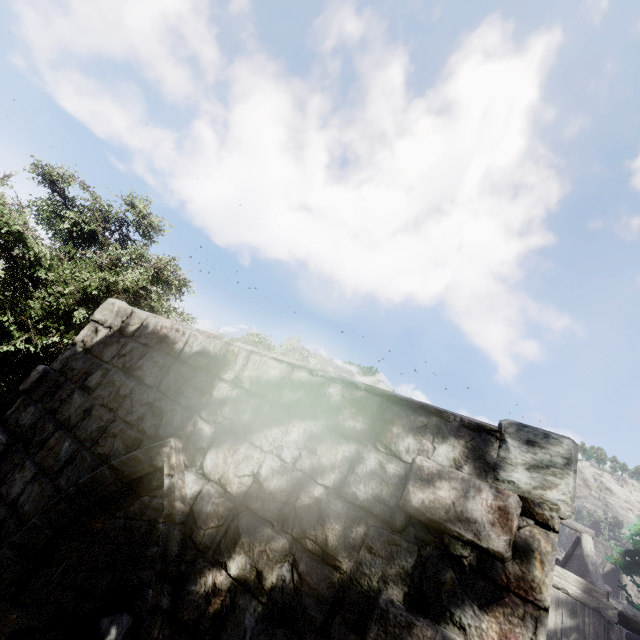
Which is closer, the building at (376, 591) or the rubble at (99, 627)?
the building at (376, 591)

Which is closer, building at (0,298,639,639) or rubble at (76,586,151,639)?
building at (0,298,639,639)

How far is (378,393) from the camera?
2.8 meters

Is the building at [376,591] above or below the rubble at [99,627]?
above

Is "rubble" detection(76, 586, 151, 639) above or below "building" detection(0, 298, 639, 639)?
below
